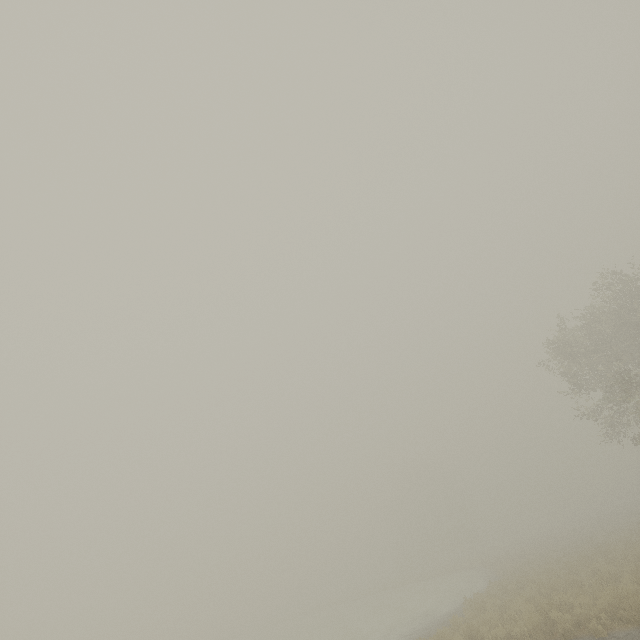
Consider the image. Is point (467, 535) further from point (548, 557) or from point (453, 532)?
point (548, 557)
